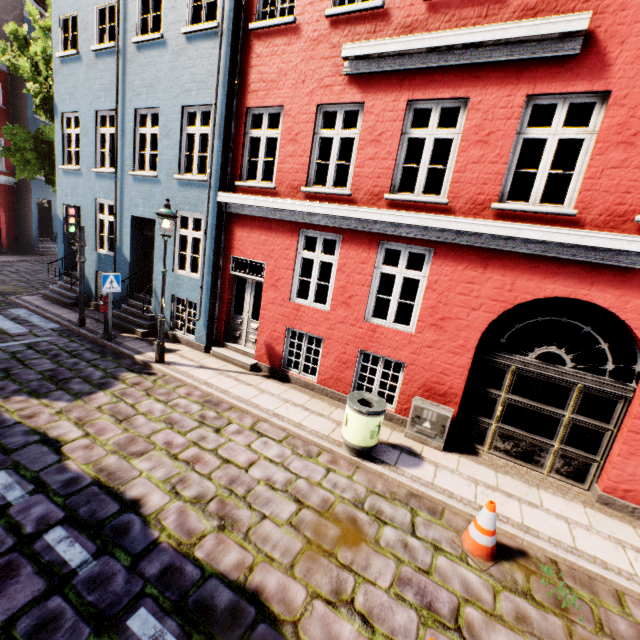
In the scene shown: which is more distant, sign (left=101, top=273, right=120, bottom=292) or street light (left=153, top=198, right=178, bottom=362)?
sign (left=101, top=273, right=120, bottom=292)

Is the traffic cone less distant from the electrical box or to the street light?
the electrical box

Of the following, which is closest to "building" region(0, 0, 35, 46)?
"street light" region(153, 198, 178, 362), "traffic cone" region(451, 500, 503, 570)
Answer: "street light" region(153, 198, 178, 362)

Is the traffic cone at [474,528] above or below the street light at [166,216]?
below

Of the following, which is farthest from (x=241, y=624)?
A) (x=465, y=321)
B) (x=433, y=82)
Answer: (x=433, y=82)

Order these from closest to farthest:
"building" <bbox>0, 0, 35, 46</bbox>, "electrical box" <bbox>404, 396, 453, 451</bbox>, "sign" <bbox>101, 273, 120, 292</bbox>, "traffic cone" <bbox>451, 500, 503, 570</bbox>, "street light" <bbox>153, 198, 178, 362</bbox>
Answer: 1. "traffic cone" <bbox>451, 500, 503, 570</bbox>
2. "electrical box" <bbox>404, 396, 453, 451</bbox>
3. "street light" <bbox>153, 198, 178, 362</bbox>
4. "sign" <bbox>101, 273, 120, 292</bbox>
5. "building" <bbox>0, 0, 35, 46</bbox>

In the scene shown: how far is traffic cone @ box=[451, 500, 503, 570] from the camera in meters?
4.2

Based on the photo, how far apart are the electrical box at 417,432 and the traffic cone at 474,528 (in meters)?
1.69
